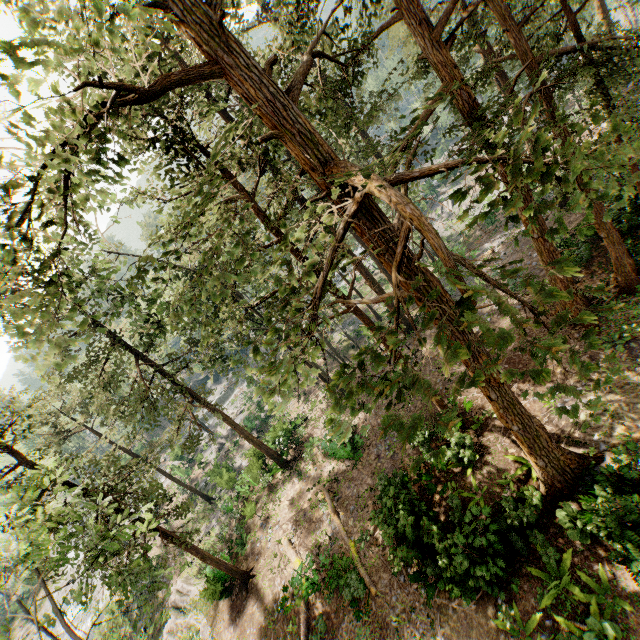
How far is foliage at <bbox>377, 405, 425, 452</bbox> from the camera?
2.9m

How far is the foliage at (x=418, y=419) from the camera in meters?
2.9

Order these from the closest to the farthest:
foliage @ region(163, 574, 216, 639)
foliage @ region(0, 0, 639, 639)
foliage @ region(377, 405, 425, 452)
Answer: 1. foliage @ region(377, 405, 425, 452)
2. foliage @ region(0, 0, 639, 639)
3. foliage @ region(163, 574, 216, 639)

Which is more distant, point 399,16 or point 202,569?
point 202,569

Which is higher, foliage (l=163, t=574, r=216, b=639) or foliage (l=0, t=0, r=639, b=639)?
foliage (l=0, t=0, r=639, b=639)

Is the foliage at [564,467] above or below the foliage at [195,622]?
above

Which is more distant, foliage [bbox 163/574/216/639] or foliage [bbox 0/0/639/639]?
foliage [bbox 163/574/216/639]
